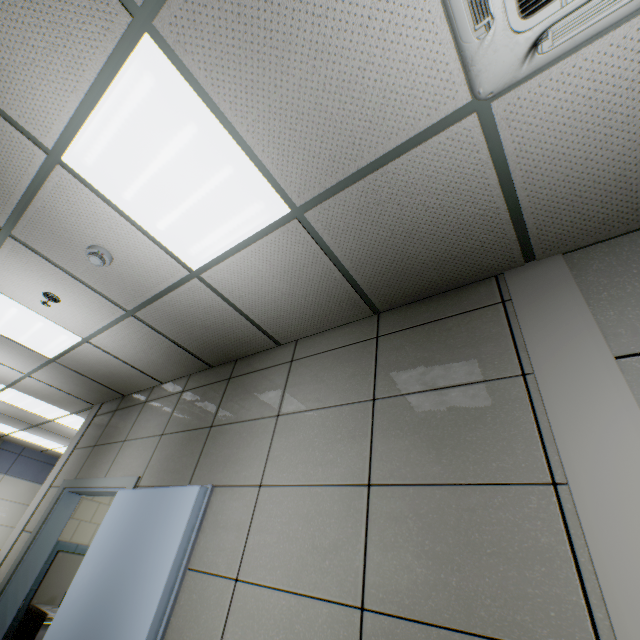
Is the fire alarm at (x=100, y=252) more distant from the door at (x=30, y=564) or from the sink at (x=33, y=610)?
the sink at (x=33, y=610)

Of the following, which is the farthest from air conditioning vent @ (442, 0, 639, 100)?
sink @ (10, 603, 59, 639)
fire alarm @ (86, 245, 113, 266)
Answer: sink @ (10, 603, 59, 639)

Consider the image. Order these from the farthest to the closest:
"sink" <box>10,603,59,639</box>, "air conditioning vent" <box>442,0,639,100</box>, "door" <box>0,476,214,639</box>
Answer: "sink" <box>10,603,59,639</box>, "door" <box>0,476,214,639</box>, "air conditioning vent" <box>442,0,639,100</box>

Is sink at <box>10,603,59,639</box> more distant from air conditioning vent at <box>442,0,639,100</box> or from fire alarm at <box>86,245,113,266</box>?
→ air conditioning vent at <box>442,0,639,100</box>

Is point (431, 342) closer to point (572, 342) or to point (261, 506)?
point (572, 342)

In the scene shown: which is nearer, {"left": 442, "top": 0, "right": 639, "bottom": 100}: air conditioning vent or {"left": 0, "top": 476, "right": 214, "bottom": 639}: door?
{"left": 442, "top": 0, "right": 639, "bottom": 100}: air conditioning vent

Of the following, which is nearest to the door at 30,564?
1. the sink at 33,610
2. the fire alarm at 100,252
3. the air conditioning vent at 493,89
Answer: the sink at 33,610

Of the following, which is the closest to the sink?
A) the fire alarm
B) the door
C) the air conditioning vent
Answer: the door
